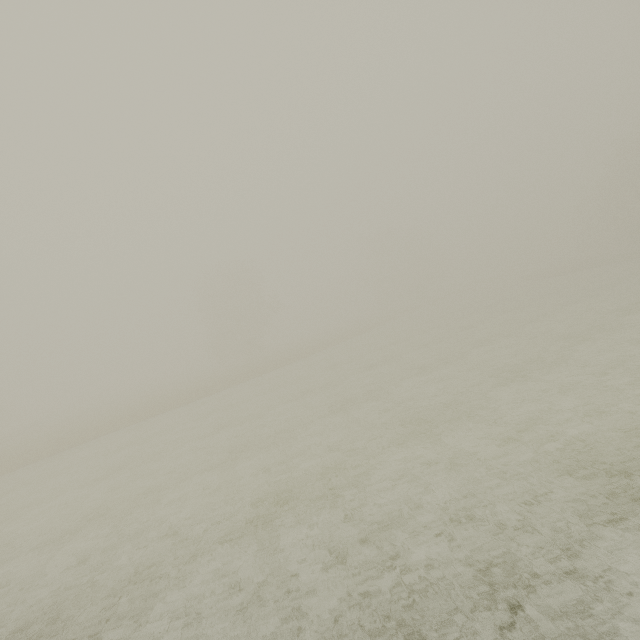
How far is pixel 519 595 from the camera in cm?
466
